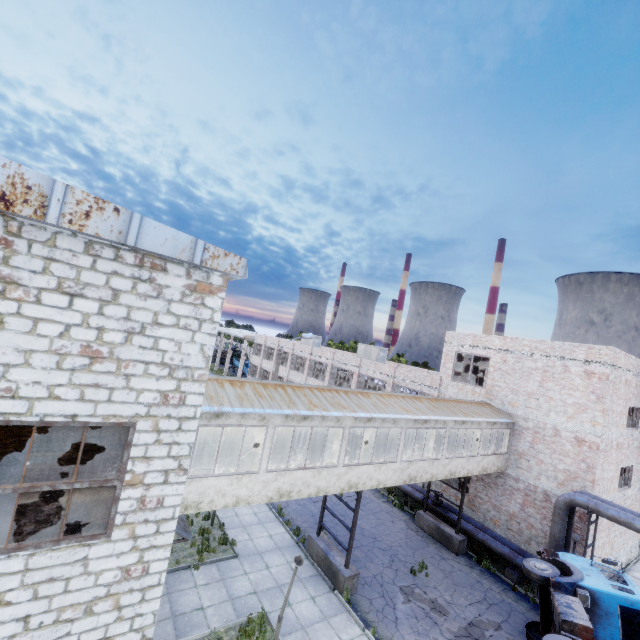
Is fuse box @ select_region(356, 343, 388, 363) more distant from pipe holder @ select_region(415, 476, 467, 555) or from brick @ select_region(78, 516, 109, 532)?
brick @ select_region(78, 516, 109, 532)

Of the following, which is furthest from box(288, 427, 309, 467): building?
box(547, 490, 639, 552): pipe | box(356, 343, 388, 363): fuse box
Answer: box(356, 343, 388, 363): fuse box

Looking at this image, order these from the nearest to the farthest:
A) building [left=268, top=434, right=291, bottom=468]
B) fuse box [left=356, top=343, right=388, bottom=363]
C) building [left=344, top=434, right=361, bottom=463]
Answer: building [left=268, top=434, right=291, bottom=468], building [left=344, top=434, right=361, bottom=463], fuse box [left=356, top=343, right=388, bottom=363]

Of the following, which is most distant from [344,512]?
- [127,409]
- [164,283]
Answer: [164,283]

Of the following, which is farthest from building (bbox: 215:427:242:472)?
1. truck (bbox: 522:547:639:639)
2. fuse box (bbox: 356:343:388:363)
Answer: fuse box (bbox: 356:343:388:363)

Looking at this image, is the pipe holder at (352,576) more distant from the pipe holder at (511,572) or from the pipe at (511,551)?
the pipe holder at (511,572)

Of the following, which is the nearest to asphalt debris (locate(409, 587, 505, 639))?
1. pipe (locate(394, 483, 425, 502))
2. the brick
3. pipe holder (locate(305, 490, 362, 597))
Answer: pipe holder (locate(305, 490, 362, 597))

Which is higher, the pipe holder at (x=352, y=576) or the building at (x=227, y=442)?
the building at (x=227, y=442)
